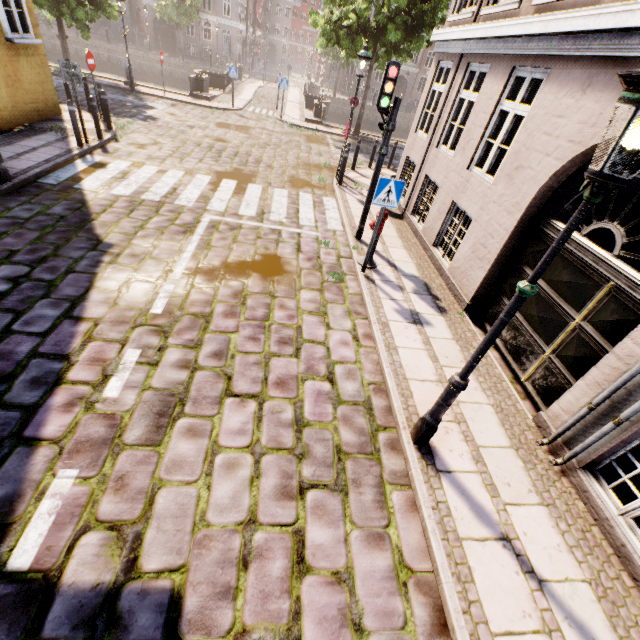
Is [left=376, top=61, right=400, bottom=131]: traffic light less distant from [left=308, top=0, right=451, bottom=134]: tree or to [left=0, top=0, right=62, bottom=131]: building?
[left=308, top=0, right=451, bottom=134]: tree

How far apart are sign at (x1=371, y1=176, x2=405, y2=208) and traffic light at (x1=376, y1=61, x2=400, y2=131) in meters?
1.7 m

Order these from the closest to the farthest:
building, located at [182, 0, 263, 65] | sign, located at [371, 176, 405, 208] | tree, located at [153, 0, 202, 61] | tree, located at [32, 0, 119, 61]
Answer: sign, located at [371, 176, 405, 208], tree, located at [32, 0, 119, 61], tree, located at [153, 0, 202, 61], building, located at [182, 0, 263, 65]

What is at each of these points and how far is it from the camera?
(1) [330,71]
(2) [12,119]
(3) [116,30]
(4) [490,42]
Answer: (1) building, 43.7m
(2) building, 9.3m
(3) building, 38.7m
(4) building, 6.4m

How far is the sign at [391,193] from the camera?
5.6m

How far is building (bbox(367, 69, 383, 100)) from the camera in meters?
42.9 m

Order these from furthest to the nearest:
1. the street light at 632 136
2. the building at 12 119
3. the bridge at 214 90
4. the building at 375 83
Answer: the building at 375 83 < the bridge at 214 90 < the building at 12 119 < the street light at 632 136

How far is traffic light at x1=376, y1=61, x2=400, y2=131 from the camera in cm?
589
